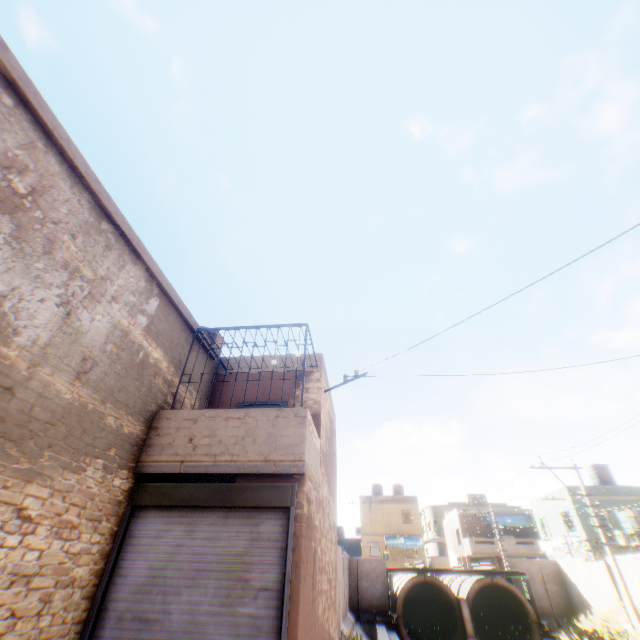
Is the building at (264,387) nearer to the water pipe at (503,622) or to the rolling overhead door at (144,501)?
the rolling overhead door at (144,501)

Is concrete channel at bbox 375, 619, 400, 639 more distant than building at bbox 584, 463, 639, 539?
No

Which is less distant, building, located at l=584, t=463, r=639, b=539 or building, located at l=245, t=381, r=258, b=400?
building, located at l=245, t=381, r=258, b=400

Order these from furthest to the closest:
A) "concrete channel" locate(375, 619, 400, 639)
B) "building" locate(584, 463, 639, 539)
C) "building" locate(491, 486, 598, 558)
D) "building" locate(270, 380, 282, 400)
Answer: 1. "building" locate(491, 486, 598, 558)
2. "building" locate(584, 463, 639, 539)
3. "concrete channel" locate(375, 619, 400, 639)
4. "building" locate(270, 380, 282, 400)

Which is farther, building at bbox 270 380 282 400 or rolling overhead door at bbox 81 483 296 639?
building at bbox 270 380 282 400

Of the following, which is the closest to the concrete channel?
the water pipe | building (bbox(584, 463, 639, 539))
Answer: the water pipe

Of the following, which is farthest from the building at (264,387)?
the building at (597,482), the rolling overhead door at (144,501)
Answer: the building at (597,482)

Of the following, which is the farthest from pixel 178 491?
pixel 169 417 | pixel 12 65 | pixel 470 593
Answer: pixel 470 593
